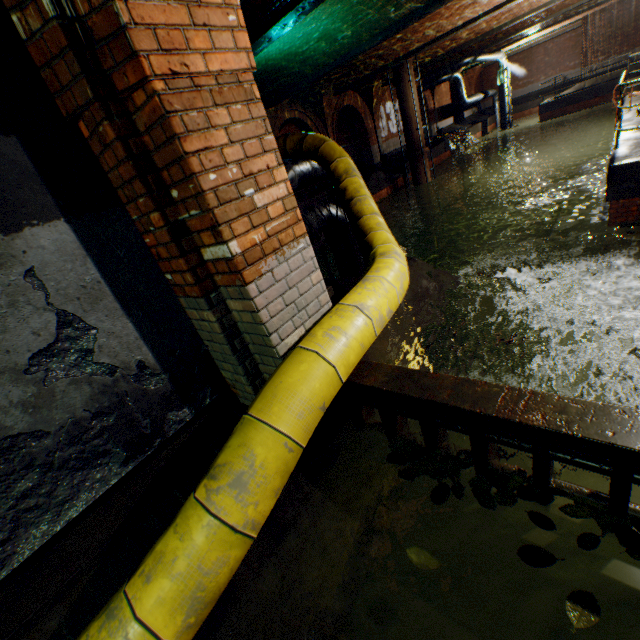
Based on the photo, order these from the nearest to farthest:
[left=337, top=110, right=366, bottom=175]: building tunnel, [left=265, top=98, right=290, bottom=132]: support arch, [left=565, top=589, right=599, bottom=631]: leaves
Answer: [left=565, top=589, right=599, bottom=631]: leaves, [left=265, top=98, right=290, bottom=132]: support arch, [left=337, top=110, right=366, bottom=175]: building tunnel

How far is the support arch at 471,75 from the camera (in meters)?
28.48

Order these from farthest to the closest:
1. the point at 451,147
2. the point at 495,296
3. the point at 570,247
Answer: the point at 451,147 → the point at 570,247 → the point at 495,296

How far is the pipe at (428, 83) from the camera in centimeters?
2217cm

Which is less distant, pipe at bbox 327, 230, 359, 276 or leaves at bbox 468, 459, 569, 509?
leaves at bbox 468, 459, 569, 509

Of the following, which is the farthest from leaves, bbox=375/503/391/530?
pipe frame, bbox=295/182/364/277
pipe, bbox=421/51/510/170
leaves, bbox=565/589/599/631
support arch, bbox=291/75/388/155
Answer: pipe, bbox=421/51/510/170

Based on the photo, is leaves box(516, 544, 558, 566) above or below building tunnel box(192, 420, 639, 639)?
above

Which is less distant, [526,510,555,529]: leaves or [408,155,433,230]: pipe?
[526,510,555,529]: leaves
